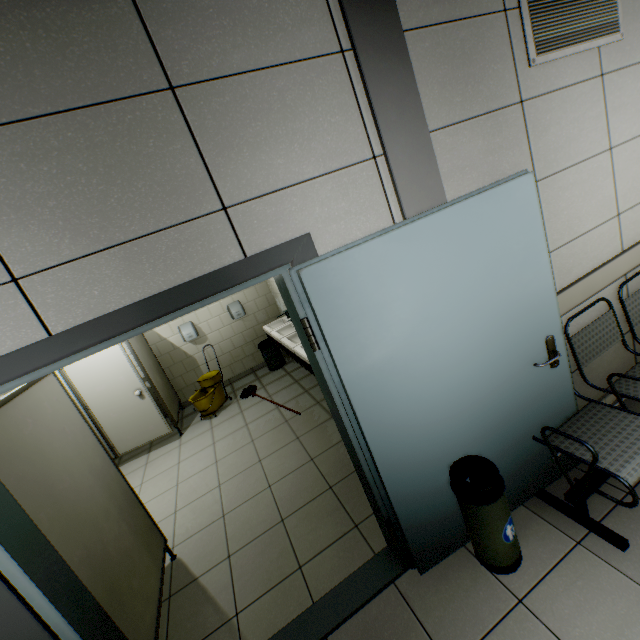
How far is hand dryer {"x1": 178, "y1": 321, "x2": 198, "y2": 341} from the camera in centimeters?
588cm

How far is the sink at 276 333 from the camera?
3.75m

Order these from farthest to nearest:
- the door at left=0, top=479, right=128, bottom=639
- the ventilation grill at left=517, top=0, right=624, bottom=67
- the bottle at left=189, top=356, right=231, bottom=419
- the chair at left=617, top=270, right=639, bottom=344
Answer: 1. the bottle at left=189, top=356, right=231, bottom=419
2. the chair at left=617, top=270, right=639, bottom=344
3. the ventilation grill at left=517, top=0, right=624, bottom=67
4. the door at left=0, top=479, right=128, bottom=639

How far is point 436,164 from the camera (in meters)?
1.75

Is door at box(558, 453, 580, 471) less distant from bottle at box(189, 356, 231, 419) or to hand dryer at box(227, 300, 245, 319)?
bottle at box(189, 356, 231, 419)

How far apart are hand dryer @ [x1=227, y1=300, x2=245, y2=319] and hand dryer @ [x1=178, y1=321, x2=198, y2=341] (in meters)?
0.74

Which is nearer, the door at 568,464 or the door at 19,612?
the door at 19,612

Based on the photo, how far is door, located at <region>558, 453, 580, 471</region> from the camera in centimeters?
221cm
